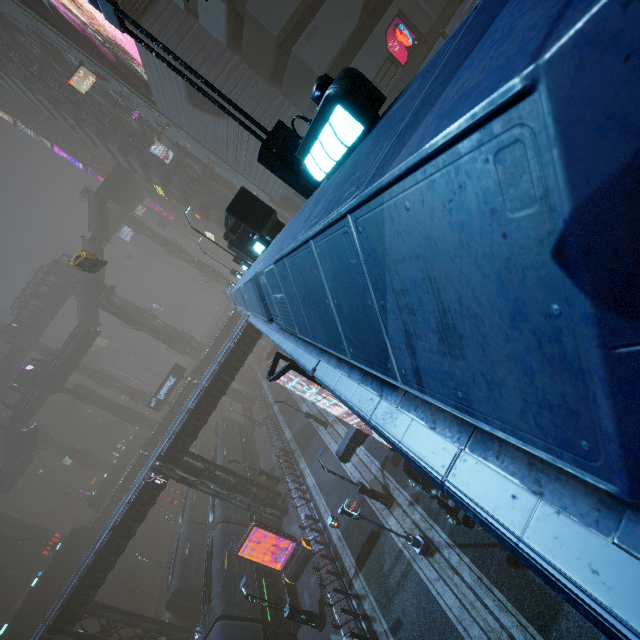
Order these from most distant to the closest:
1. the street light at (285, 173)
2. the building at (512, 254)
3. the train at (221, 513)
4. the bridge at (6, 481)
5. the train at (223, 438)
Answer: the bridge at (6, 481) → the train at (223, 438) → the train at (221, 513) → the street light at (285, 173) → the building at (512, 254)

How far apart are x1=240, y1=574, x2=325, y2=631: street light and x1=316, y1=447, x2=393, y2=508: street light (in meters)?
6.67

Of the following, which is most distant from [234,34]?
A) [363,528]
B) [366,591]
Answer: [366,591]

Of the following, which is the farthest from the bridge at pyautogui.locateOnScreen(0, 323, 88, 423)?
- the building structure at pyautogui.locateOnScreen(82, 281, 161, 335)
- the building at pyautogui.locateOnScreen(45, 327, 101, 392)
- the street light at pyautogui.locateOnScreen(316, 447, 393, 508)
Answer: the street light at pyautogui.locateOnScreen(316, 447, 393, 508)

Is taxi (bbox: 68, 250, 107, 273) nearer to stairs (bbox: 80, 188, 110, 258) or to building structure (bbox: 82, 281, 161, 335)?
building structure (bbox: 82, 281, 161, 335)

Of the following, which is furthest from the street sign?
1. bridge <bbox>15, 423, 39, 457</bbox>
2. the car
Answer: bridge <bbox>15, 423, 39, 457</bbox>

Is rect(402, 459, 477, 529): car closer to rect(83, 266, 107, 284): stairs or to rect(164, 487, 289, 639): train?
rect(164, 487, 289, 639): train

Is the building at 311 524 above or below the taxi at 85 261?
below
